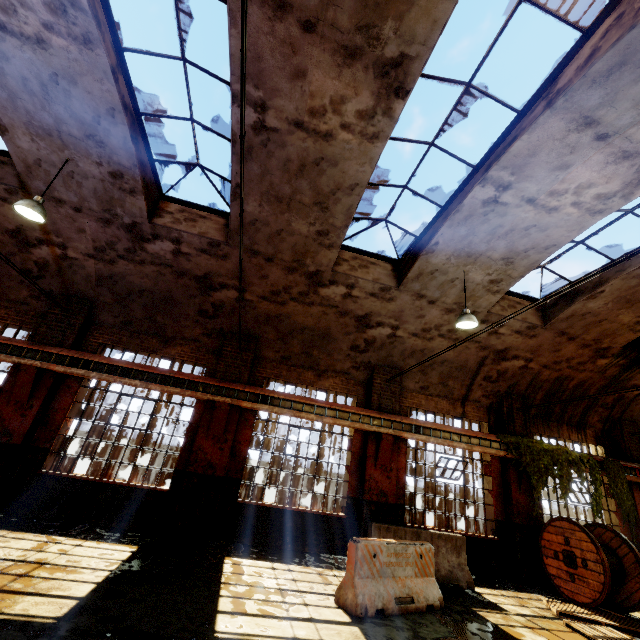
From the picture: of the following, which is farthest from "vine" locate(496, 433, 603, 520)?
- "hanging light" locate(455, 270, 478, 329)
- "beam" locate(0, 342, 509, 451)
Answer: "hanging light" locate(455, 270, 478, 329)

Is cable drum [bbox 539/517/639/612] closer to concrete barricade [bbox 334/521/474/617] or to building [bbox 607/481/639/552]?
building [bbox 607/481/639/552]

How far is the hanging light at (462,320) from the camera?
7.83m

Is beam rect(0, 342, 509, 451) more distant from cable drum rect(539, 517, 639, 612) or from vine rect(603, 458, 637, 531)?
vine rect(603, 458, 637, 531)

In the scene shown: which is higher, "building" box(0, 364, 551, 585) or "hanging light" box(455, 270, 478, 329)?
"hanging light" box(455, 270, 478, 329)

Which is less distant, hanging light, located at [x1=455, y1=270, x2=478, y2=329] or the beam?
hanging light, located at [x1=455, y1=270, x2=478, y2=329]

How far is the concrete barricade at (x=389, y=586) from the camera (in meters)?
5.50

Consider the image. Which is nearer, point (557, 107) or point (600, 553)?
point (557, 107)
